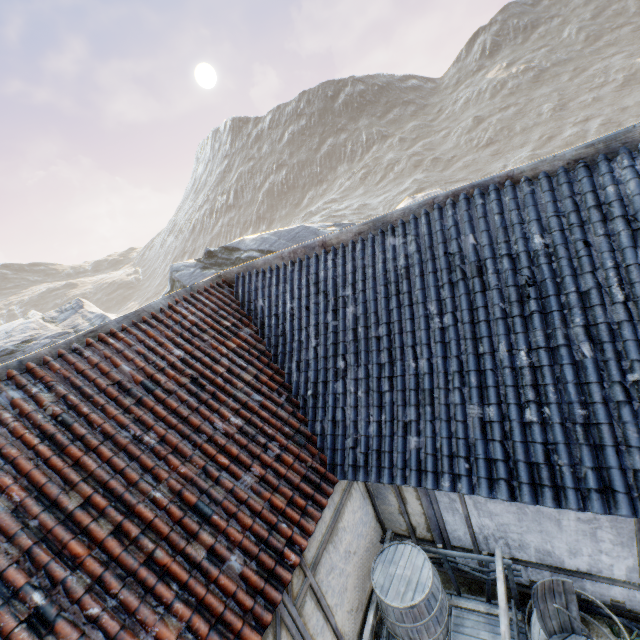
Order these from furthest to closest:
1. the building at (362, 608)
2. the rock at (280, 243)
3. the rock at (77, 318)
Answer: the rock at (280, 243) → the rock at (77, 318) → the building at (362, 608)

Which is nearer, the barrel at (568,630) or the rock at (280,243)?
the barrel at (568,630)

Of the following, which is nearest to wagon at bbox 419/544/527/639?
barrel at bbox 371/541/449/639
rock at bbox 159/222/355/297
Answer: barrel at bbox 371/541/449/639

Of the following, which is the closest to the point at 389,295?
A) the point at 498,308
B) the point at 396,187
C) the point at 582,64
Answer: the point at 498,308

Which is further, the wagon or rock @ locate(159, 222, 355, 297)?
rock @ locate(159, 222, 355, 297)

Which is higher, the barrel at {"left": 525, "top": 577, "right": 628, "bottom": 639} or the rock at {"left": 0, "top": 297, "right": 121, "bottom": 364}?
the rock at {"left": 0, "top": 297, "right": 121, "bottom": 364}

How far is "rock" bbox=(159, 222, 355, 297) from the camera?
21.8m

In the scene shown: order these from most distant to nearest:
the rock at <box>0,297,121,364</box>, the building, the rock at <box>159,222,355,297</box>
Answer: the rock at <box>159,222,355,297</box> → the rock at <box>0,297,121,364</box> → the building
